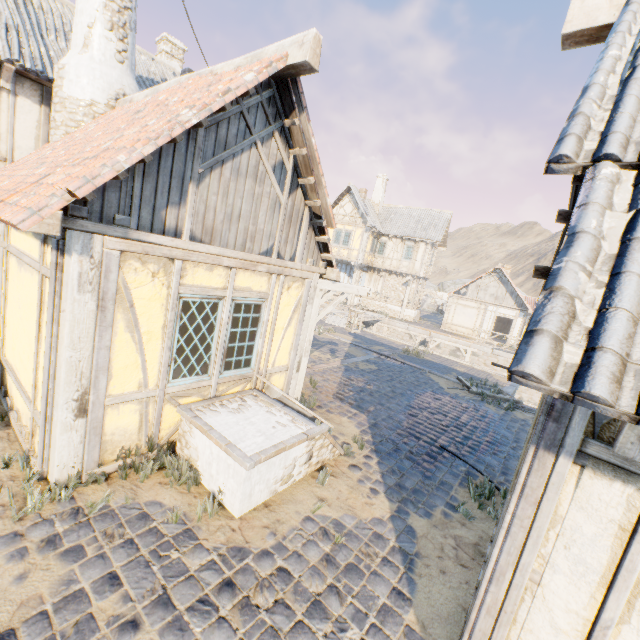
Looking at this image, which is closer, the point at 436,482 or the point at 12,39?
the point at 436,482

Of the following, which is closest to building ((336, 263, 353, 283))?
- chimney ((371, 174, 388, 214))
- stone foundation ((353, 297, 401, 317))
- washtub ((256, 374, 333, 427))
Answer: stone foundation ((353, 297, 401, 317))

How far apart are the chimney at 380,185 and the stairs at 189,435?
26.77m

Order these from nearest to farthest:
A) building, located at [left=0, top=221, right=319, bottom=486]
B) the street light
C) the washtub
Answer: building, located at [left=0, top=221, right=319, bottom=486] < the washtub < the street light

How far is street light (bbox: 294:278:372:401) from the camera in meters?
6.6 m

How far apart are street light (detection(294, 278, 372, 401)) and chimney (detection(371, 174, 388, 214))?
24.5 meters

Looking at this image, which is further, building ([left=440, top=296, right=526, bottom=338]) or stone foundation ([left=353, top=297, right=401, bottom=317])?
stone foundation ([left=353, top=297, right=401, bottom=317])

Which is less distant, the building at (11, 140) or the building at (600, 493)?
the building at (600, 493)
